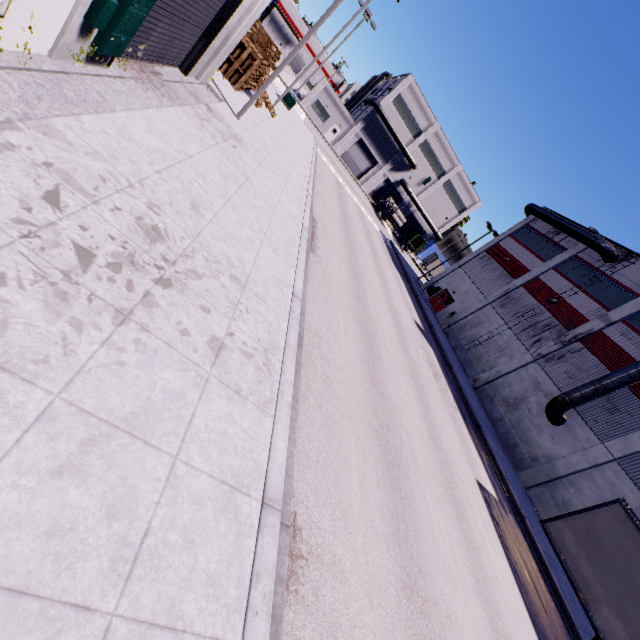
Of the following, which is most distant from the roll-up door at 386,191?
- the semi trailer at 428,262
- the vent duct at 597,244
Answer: the vent duct at 597,244

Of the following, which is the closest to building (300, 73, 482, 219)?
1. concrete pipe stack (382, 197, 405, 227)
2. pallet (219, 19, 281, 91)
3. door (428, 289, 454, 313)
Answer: door (428, 289, 454, 313)

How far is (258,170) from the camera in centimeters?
1160cm

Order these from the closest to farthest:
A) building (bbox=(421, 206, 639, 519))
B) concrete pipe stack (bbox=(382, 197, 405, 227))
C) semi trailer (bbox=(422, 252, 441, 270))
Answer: building (bbox=(421, 206, 639, 519)) → concrete pipe stack (bbox=(382, 197, 405, 227)) → semi trailer (bbox=(422, 252, 441, 270))

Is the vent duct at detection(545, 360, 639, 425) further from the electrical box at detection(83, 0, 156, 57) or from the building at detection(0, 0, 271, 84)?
the electrical box at detection(83, 0, 156, 57)

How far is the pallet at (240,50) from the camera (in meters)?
15.43

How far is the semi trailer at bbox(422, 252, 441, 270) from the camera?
57.6 meters

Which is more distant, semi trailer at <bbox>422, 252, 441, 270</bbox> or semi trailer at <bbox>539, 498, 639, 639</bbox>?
semi trailer at <bbox>422, 252, 441, 270</bbox>
